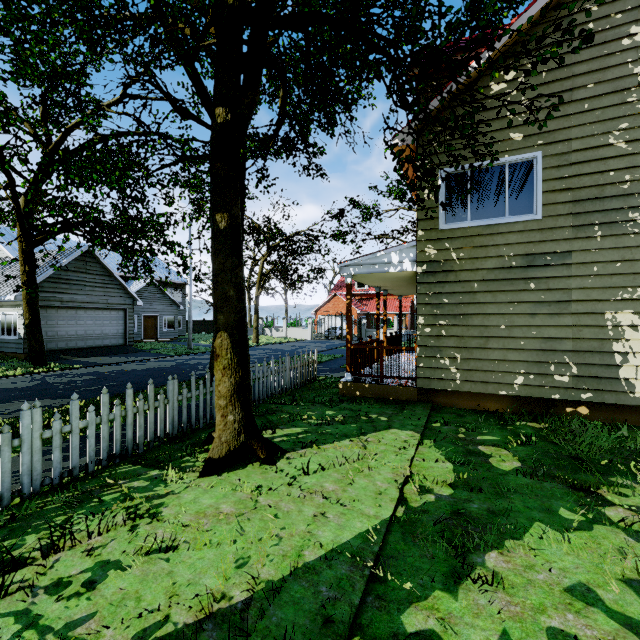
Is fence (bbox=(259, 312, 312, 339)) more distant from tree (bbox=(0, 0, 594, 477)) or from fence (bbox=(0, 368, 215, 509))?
fence (bbox=(0, 368, 215, 509))

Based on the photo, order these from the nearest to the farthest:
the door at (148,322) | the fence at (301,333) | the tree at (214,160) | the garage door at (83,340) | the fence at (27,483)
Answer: the fence at (27,483) < the tree at (214,160) < the garage door at (83,340) < the door at (148,322) < the fence at (301,333)

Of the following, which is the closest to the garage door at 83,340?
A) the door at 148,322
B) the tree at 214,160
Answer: the tree at 214,160

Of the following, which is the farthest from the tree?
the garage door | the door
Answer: the door

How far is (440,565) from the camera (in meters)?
2.60

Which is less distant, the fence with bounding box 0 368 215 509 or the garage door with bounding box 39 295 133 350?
the fence with bounding box 0 368 215 509

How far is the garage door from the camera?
17.59m

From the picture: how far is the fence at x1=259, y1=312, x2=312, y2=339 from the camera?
36.1 meters
